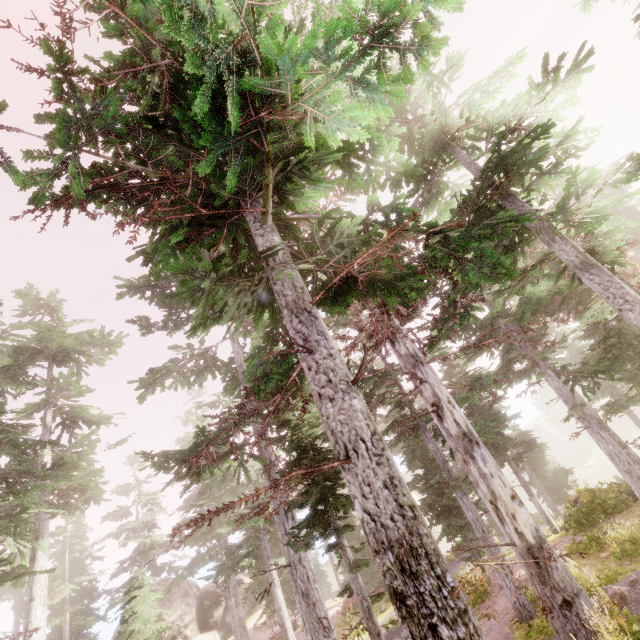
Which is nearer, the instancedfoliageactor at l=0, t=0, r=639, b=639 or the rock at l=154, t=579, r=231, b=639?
the instancedfoliageactor at l=0, t=0, r=639, b=639

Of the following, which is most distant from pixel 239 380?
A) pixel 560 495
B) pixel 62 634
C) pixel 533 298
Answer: pixel 62 634

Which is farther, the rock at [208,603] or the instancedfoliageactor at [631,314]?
the rock at [208,603]
